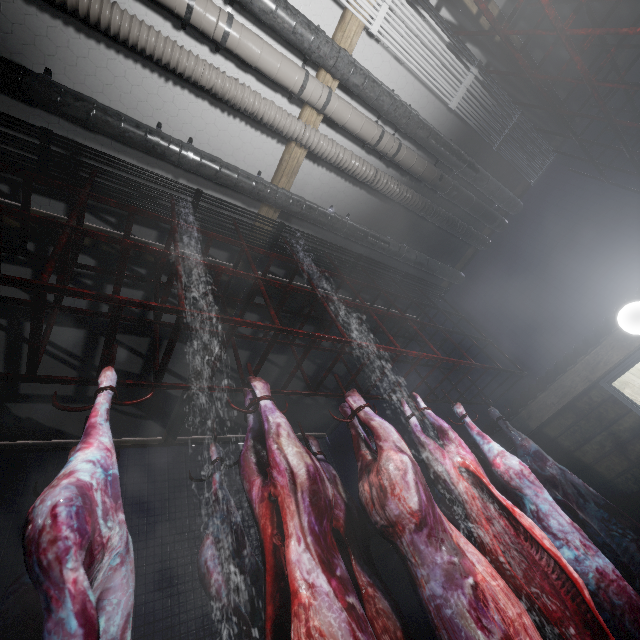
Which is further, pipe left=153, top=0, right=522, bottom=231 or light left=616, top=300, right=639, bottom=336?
light left=616, top=300, right=639, bottom=336

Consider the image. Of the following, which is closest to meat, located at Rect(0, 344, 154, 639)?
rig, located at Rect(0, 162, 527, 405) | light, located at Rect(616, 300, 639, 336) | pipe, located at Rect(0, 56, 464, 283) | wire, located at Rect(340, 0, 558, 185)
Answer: rig, located at Rect(0, 162, 527, 405)

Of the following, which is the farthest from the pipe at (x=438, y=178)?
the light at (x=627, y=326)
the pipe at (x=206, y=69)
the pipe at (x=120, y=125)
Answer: the light at (x=627, y=326)

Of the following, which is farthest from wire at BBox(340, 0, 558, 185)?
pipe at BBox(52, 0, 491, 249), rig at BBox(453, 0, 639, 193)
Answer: pipe at BBox(52, 0, 491, 249)

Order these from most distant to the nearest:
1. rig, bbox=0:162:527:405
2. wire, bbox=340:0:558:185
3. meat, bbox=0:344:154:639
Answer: wire, bbox=340:0:558:185
rig, bbox=0:162:527:405
meat, bbox=0:344:154:639

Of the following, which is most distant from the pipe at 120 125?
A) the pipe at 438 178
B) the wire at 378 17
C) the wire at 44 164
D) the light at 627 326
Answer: Answer: the light at 627 326

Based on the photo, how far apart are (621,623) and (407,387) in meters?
3.7 m

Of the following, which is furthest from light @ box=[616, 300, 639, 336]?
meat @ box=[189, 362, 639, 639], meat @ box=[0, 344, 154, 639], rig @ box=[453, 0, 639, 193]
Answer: meat @ box=[0, 344, 154, 639]
